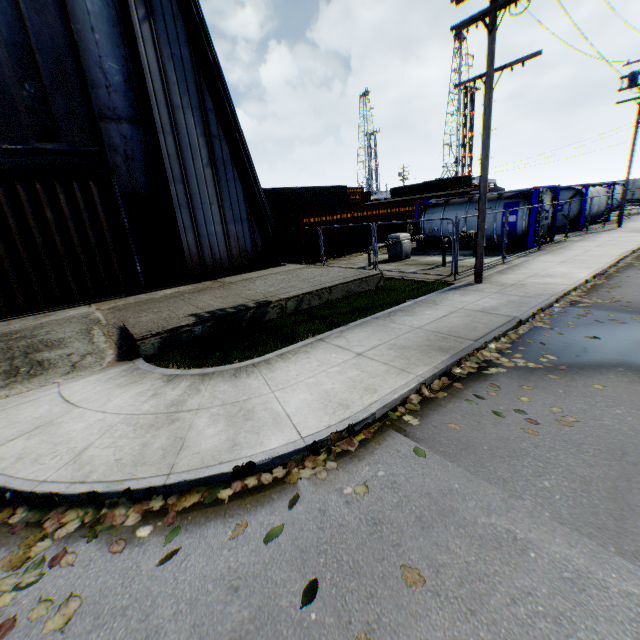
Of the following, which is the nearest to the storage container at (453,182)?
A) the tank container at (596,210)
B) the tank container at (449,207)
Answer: the tank container at (596,210)

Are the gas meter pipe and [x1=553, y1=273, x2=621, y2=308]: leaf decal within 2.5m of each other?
no

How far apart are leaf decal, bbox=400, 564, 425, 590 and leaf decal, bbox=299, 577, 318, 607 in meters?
0.7

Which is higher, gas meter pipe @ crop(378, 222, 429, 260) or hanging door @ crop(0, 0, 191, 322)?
hanging door @ crop(0, 0, 191, 322)

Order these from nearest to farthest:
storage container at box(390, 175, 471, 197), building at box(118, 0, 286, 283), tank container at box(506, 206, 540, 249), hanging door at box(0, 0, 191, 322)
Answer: hanging door at box(0, 0, 191, 322), building at box(118, 0, 286, 283), tank container at box(506, 206, 540, 249), storage container at box(390, 175, 471, 197)

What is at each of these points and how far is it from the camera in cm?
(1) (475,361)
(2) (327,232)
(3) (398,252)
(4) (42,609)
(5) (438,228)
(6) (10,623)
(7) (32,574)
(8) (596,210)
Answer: (1) leaf decal, 592
(2) storage container, 1958
(3) gas meter pipe, 1706
(4) leaf decal, 263
(5) tank container, 1973
(6) leaf decal, 256
(7) leaf decal, 293
(8) tank container, 2327

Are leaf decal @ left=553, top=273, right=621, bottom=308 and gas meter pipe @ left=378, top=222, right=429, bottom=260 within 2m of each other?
no

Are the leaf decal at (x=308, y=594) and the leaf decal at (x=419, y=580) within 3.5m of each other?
yes
